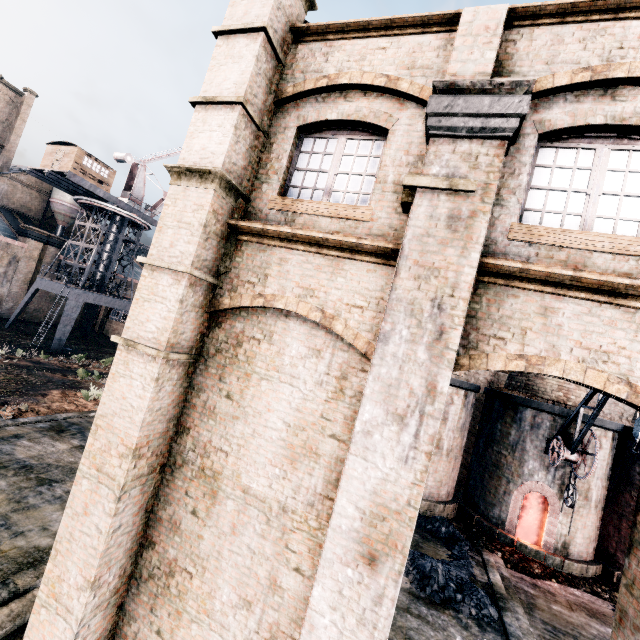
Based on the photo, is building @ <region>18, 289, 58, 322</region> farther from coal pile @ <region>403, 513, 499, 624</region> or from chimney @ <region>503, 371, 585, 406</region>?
chimney @ <region>503, 371, 585, 406</region>

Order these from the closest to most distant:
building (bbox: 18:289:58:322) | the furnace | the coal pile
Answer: the coal pile < the furnace < building (bbox: 18:289:58:322)

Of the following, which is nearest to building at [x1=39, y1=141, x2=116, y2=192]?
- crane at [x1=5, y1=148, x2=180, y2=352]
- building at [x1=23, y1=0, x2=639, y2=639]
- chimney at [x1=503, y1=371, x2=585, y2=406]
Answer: crane at [x1=5, y1=148, x2=180, y2=352]

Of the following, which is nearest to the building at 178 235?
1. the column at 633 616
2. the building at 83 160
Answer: the column at 633 616

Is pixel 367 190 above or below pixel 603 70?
below

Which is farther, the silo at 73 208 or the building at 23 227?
the silo at 73 208

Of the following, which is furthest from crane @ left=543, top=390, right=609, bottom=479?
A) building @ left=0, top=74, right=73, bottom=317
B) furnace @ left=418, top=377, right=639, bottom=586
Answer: building @ left=0, top=74, right=73, bottom=317

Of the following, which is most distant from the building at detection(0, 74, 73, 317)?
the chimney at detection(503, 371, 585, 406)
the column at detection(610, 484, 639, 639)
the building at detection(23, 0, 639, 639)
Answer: the chimney at detection(503, 371, 585, 406)
